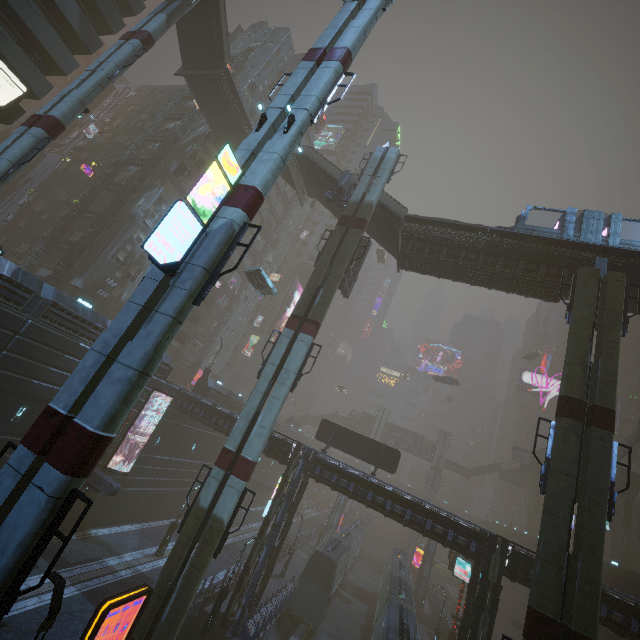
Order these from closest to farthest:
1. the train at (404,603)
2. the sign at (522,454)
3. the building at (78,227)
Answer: the train at (404,603)
the building at (78,227)
the sign at (522,454)

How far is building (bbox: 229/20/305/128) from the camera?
41.7m

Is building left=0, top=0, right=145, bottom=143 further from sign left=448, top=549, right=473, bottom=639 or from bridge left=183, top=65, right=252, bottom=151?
sign left=448, top=549, right=473, bottom=639

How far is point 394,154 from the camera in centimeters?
2644cm

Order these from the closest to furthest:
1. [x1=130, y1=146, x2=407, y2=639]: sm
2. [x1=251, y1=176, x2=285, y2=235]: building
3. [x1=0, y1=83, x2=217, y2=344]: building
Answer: [x1=130, y1=146, x2=407, y2=639]: sm
[x1=0, y1=83, x2=217, y2=344]: building
[x1=251, y1=176, x2=285, y2=235]: building

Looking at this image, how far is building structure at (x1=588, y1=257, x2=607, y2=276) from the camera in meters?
19.1 m

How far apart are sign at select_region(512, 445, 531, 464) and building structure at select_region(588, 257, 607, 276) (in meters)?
45.97

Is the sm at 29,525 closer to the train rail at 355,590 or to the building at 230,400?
the building at 230,400
